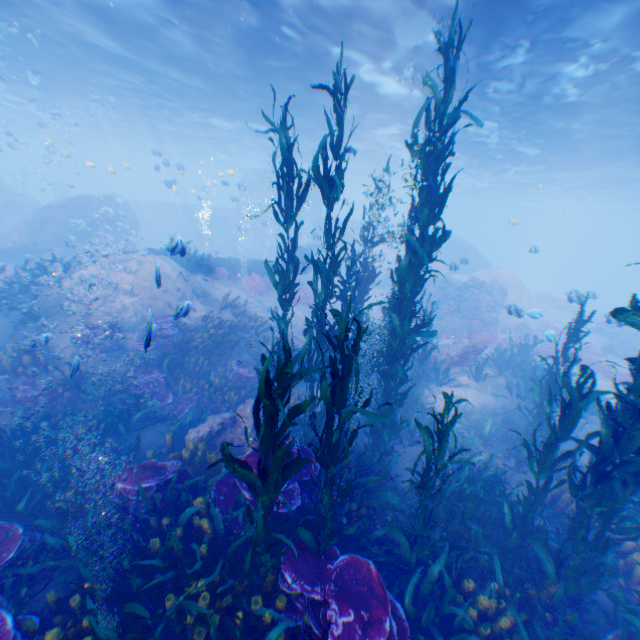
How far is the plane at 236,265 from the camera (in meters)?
17.44

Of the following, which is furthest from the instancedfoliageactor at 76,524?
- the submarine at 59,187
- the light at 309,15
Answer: the submarine at 59,187

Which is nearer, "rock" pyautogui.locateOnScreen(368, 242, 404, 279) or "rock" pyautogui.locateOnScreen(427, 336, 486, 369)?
"rock" pyautogui.locateOnScreen(427, 336, 486, 369)

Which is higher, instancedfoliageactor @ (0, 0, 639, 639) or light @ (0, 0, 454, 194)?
light @ (0, 0, 454, 194)

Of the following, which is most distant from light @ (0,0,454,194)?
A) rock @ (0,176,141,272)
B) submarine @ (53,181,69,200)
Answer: submarine @ (53,181,69,200)

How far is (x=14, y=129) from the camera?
43.0 meters

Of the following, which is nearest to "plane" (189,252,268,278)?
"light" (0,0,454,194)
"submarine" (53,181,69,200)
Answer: "light" (0,0,454,194)

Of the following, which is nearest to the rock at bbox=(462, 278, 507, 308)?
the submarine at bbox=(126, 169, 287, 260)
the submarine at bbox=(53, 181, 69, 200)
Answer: the submarine at bbox=(126, 169, 287, 260)
